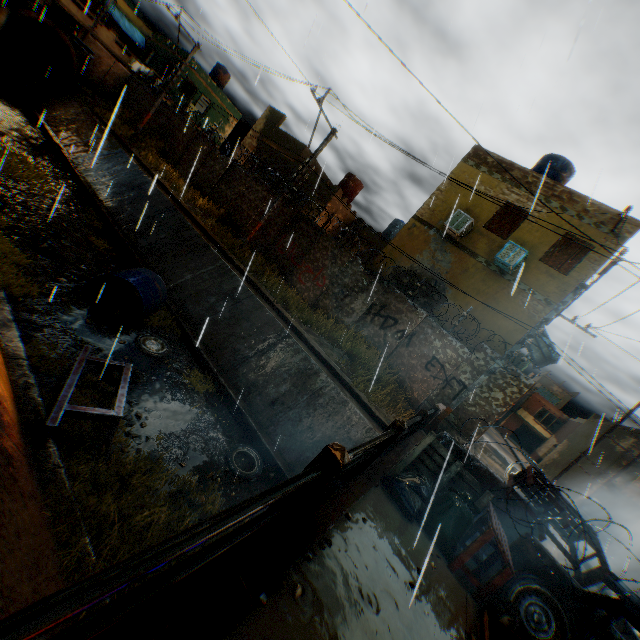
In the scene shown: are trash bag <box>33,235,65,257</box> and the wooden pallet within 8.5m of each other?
no

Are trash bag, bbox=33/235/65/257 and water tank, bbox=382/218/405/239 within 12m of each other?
no

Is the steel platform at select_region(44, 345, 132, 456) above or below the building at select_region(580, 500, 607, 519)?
below

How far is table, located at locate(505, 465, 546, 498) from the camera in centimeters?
508cm

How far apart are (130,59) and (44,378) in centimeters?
4193cm

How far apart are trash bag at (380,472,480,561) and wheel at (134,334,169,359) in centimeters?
676cm

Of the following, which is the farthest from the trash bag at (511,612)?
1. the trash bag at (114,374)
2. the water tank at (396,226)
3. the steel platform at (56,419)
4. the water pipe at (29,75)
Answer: the water tank at (396,226)

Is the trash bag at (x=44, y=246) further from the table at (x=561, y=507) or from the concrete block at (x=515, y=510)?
the table at (x=561, y=507)
